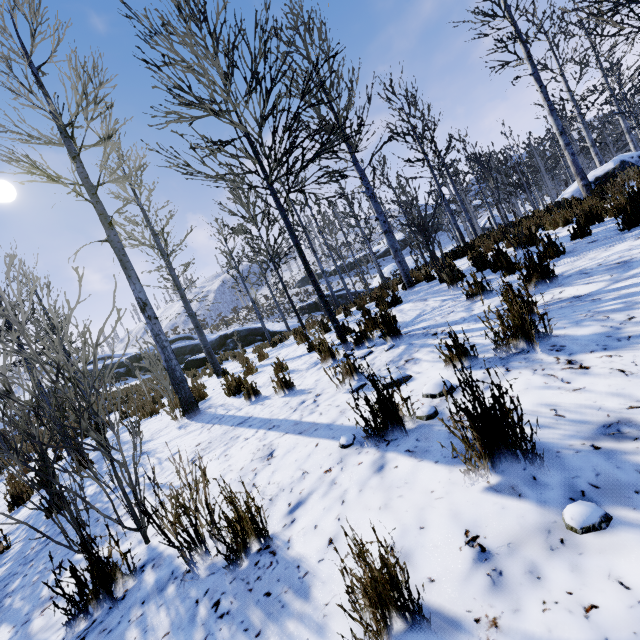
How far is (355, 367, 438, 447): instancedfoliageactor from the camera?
2.0 meters

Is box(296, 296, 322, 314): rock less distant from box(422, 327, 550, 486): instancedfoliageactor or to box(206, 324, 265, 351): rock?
box(422, 327, 550, 486): instancedfoliageactor

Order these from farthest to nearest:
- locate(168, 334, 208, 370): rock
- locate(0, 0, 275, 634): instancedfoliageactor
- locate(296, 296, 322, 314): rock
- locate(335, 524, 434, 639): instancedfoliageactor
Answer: locate(296, 296, 322, 314): rock → locate(168, 334, 208, 370): rock → locate(0, 0, 275, 634): instancedfoliageactor → locate(335, 524, 434, 639): instancedfoliageactor

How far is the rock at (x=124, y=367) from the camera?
27.1 meters

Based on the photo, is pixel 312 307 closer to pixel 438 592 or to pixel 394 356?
pixel 394 356

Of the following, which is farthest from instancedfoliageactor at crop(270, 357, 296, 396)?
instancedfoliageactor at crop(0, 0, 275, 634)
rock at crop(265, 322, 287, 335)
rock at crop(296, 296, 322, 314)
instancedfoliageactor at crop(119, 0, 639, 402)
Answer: instancedfoliageactor at crop(0, 0, 275, 634)
